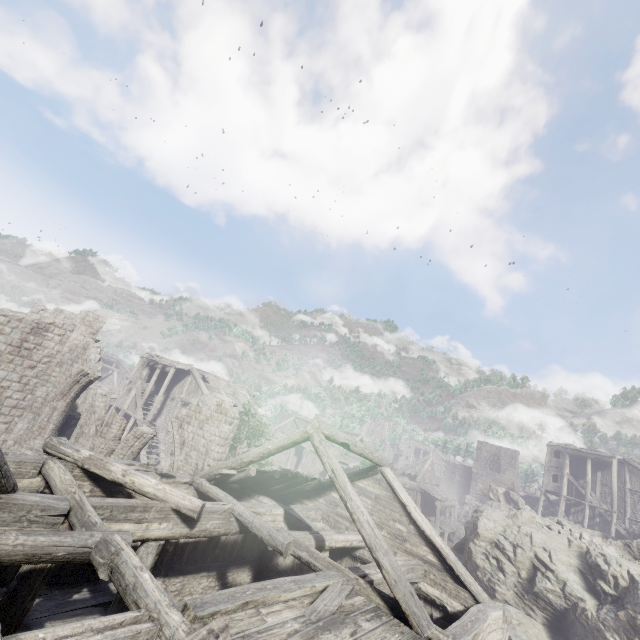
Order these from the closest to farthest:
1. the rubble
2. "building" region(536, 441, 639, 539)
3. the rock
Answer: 1. the rock
2. the rubble
3. "building" region(536, 441, 639, 539)

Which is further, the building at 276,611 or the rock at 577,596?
the rock at 577,596

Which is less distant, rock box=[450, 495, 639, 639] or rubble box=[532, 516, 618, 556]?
rock box=[450, 495, 639, 639]

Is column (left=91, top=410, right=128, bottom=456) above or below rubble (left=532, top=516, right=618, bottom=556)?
below

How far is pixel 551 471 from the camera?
39.0 meters

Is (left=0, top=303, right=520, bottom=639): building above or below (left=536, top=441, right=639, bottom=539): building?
below

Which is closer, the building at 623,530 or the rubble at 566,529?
the rubble at 566,529

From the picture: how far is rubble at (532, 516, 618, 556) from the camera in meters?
16.9
